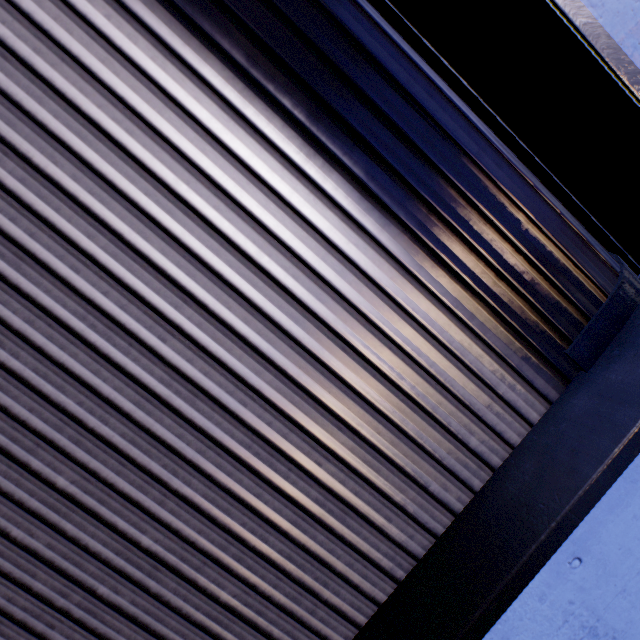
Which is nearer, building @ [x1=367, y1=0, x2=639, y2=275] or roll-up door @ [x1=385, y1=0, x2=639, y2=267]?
roll-up door @ [x1=385, y1=0, x2=639, y2=267]

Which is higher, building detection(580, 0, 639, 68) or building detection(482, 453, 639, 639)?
building detection(580, 0, 639, 68)

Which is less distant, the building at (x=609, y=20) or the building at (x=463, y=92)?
the building at (x=609, y=20)

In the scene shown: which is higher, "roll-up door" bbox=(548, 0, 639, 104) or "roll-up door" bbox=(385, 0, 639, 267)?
"roll-up door" bbox=(548, 0, 639, 104)

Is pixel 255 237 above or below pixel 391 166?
below

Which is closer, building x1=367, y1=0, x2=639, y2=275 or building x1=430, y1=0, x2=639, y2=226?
building x1=430, y1=0, x2=639, y2=226

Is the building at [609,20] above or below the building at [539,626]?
above
